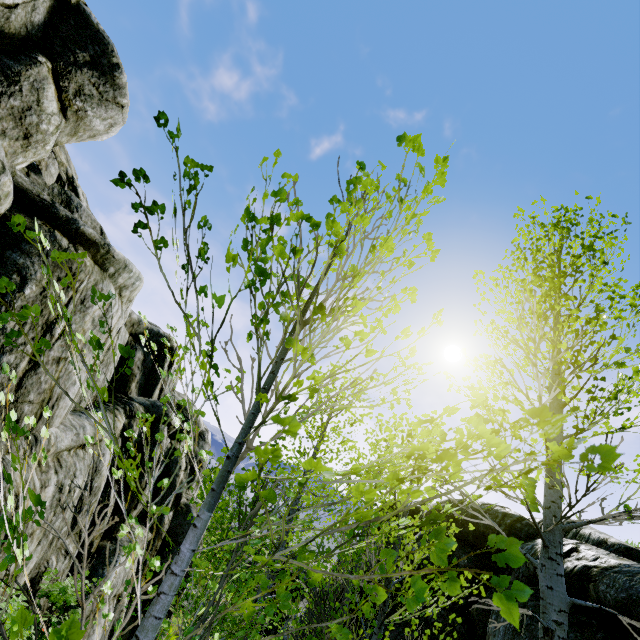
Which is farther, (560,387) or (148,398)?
(148,398)

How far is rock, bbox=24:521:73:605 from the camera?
8.43m

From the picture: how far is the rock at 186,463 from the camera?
16.0 meters

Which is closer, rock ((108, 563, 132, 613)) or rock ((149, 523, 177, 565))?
rock ((108, 563, 132, 613))

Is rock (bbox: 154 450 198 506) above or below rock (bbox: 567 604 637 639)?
below

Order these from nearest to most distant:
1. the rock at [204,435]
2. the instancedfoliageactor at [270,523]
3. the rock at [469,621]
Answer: the instancedfoliageactor at [270,523] → the rock at [469,621] → the rock at [204,435]
